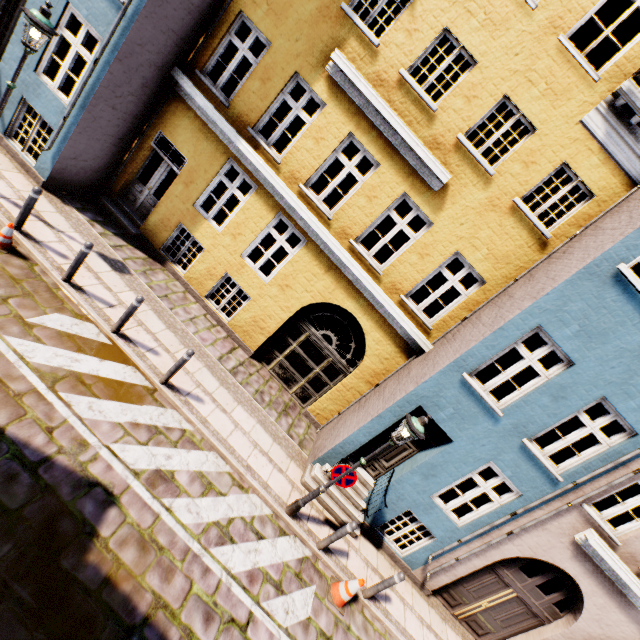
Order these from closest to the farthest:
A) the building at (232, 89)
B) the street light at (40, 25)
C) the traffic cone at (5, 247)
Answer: the street light at (40, 25) → the traffic cone at (5, 247) → the building at (232, 89)

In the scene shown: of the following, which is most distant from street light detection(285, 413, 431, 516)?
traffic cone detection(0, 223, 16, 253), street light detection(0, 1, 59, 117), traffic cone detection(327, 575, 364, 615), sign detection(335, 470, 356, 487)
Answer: street light detection(0, 1, 59, 117)

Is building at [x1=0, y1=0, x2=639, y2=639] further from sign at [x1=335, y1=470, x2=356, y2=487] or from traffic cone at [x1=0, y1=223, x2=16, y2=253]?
traffic cone at [x1=0, y1=223, x2=16, y2=253]

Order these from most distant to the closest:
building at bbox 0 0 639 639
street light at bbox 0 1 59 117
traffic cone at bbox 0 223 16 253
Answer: building at bbox 0 0 639 639 < traffic cone at bbox 0 223 16 253 < street light at bbox 0 1 59 117

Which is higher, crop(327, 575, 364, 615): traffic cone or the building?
the building

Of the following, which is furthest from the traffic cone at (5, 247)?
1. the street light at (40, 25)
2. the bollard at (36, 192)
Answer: the street light at (40, 25)

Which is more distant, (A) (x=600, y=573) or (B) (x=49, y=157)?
(B) (x=49, y=157)

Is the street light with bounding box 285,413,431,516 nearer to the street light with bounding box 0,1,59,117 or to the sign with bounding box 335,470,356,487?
the sign with bounding box 335,470,356,487
